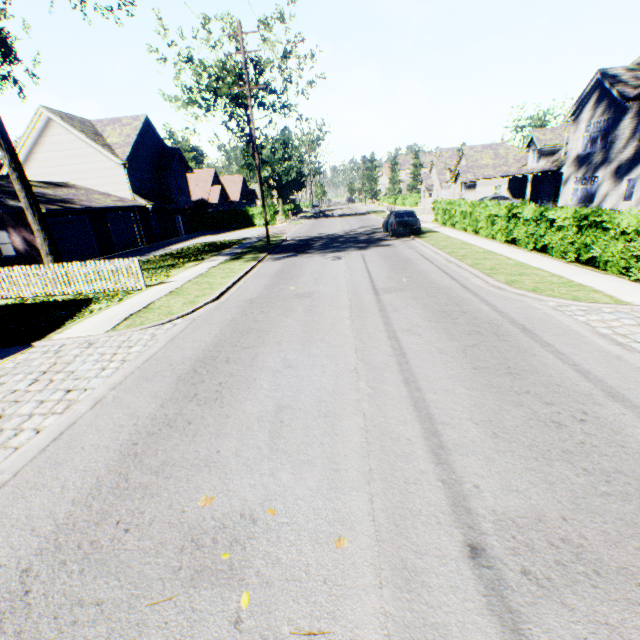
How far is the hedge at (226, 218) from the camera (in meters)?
Answer: 39.66

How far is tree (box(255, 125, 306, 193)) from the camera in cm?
5375

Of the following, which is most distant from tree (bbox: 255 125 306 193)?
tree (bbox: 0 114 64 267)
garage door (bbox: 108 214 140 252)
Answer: tree (bbox: 0 114 64 267)

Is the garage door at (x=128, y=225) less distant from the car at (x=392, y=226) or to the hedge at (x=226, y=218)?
the hedge at (x=226, y=218)

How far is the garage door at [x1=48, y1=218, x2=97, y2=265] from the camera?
20.39m

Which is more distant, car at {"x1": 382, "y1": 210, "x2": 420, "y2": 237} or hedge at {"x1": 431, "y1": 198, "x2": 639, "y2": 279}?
car at {"x1": 382, "y1": 210, "x2": 420, "y2": 237}

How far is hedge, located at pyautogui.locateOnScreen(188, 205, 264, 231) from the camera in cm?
3966

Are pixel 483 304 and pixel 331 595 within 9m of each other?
yes
